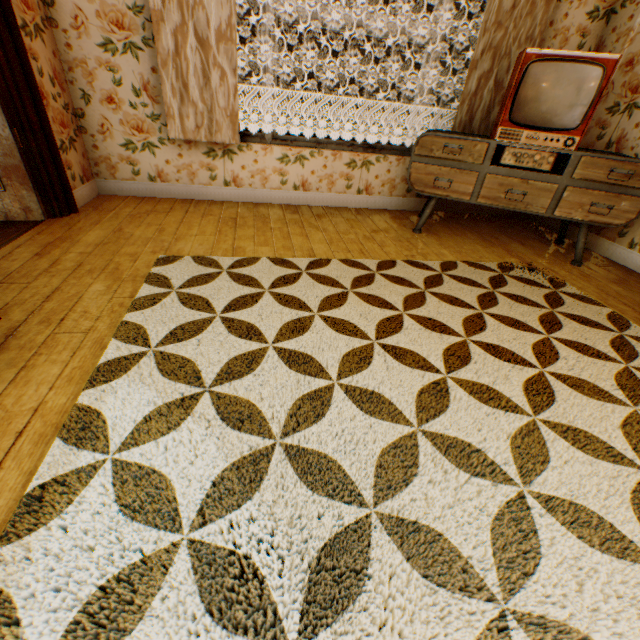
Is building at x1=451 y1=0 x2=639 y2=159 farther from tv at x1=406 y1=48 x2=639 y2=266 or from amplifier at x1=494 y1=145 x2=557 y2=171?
amplifier at x1=494 y1=145 x2=557 y2=171

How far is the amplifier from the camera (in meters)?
2.85

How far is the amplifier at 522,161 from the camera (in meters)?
2.85

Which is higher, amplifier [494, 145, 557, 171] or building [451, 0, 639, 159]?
building [451, 0, 639, 159]

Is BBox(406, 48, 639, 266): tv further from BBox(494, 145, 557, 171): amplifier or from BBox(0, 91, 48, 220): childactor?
BBox(0, 91, 48, 220): childactor

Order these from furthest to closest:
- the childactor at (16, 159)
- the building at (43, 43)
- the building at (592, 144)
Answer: the building at (592, 144), the childactor at (16, 159), the building at (43, 43)

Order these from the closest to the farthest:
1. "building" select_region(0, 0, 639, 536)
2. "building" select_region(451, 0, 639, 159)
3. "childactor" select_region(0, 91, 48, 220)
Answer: "building" select_region(0, 0, 639, 536) → "childactor" select_region(0, 91, 48, 220) → "building" select_region(451, 0, 639, 159)

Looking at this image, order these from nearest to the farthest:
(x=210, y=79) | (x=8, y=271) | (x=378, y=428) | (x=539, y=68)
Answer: (x=378, y=428), (x=8, y=271), (x=539, y=68), (x=210, y=79)
